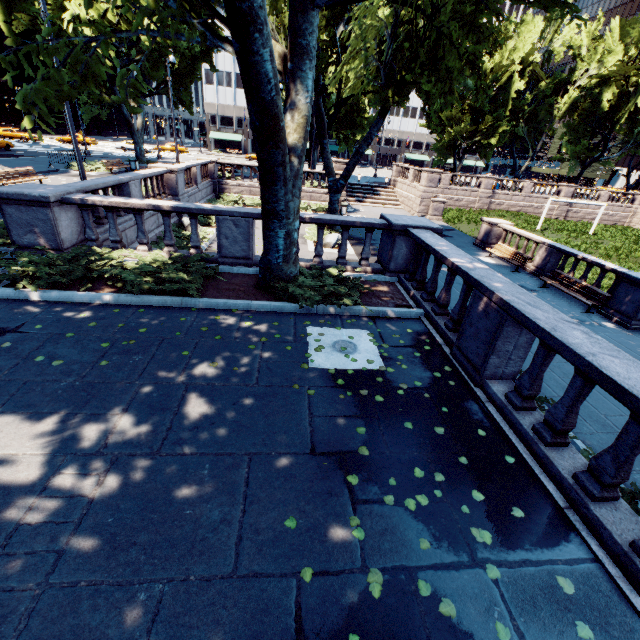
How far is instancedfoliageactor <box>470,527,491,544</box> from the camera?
3.2 meters

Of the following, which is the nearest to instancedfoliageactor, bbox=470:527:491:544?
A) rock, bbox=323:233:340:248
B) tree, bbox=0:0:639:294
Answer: tree, bbox=0:0:639:294

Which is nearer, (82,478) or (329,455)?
(82,478)

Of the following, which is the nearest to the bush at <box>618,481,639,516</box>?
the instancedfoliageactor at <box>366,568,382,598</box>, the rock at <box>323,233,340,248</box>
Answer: the instancedfoliageactor at <box>366,568,382,598</box>

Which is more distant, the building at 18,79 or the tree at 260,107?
the building at 18,79

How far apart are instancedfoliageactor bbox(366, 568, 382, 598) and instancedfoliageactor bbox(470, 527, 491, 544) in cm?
111

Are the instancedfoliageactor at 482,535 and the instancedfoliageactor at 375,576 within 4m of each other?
yes

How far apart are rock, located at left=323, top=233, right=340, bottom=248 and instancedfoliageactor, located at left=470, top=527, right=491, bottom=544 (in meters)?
15.18
